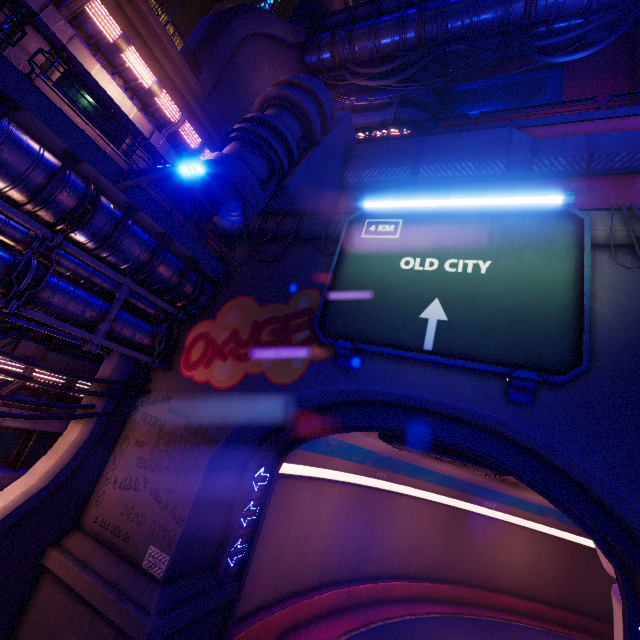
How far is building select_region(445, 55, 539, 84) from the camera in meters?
28.6 m

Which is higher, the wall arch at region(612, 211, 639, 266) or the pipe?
the wall arch at region(612, 211, 639, 266)

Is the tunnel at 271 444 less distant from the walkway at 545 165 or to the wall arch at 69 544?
the wall arch at 69 544

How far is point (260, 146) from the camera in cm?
1200

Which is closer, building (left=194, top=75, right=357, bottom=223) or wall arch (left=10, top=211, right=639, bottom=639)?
wall arch (left=10, top=211, right=639, bottom=639)

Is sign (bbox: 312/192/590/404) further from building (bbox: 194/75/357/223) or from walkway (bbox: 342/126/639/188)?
walkway (bbox: 342/126/639/188)

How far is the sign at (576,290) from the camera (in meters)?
8.62

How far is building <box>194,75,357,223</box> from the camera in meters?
11.6 m
